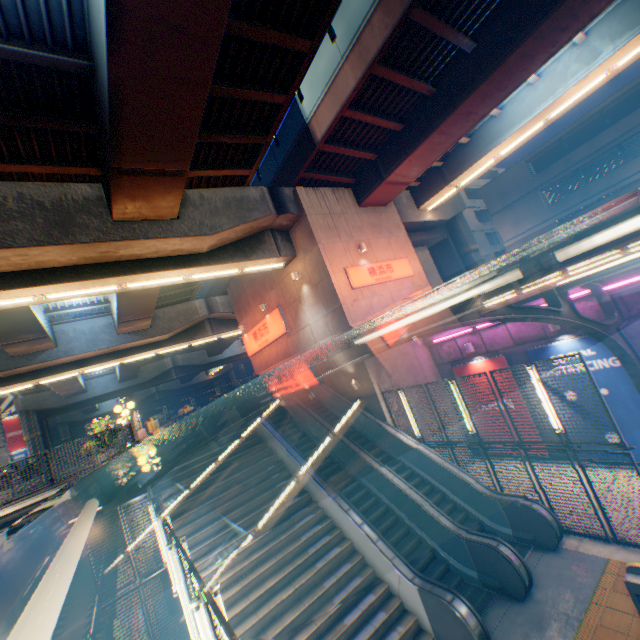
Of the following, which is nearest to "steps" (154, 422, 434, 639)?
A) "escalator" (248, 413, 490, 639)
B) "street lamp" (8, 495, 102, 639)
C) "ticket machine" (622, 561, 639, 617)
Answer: "escalator" (248, 413, 490, 639)

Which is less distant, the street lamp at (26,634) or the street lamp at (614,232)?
the street lamp at (26,634)

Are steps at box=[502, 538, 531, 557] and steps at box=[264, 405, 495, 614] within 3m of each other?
yes

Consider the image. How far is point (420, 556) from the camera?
9.27m

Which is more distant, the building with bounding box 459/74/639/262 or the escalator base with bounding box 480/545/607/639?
the building with bounding box 459/74/639/262

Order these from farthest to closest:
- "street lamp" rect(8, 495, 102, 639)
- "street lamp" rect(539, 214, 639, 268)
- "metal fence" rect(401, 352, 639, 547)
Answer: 1. "metal fence" rect(401, 352, 639, 547)
2. "street lamp" rect(539, 214, 639, 268)
3. "street lamp" rect(8, 495, 102, 639)

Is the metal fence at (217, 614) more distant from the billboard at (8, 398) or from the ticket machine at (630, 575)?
the billboard at (8, 398)

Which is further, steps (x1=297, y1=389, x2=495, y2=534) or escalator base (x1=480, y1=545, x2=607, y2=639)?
steps (x1=297, y1=389, x2=495, y2=534)
